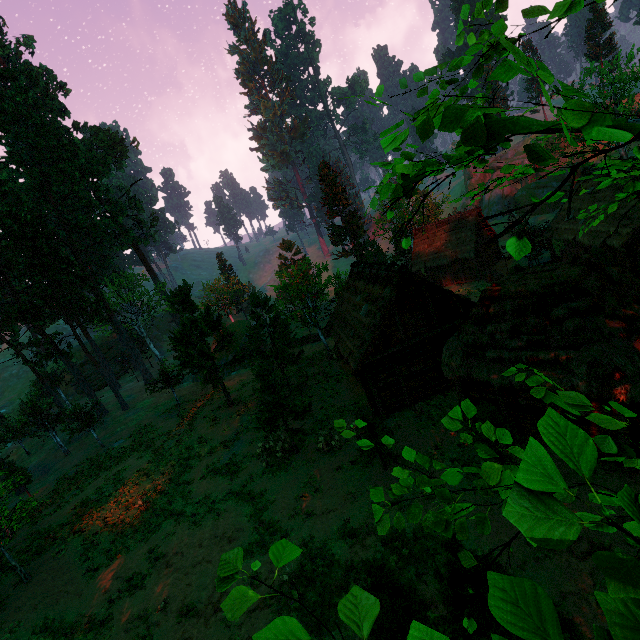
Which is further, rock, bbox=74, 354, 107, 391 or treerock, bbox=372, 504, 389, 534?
rock, bbox=74, 354, 107, 391

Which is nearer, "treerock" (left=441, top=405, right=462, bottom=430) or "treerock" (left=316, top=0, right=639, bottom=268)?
"treerock" (left=316, top=0, right=639, bottom=268)

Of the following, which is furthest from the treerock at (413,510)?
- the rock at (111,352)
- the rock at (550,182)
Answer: the rock at (550,182)

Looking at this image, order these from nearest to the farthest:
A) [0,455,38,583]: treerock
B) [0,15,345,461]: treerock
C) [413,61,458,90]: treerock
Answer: [413,61,458,90]: treerock → [0,455,38,583]: treerock → [0,15,345,461]: treerock

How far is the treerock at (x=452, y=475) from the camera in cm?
328

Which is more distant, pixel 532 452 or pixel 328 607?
pixel 328 607
